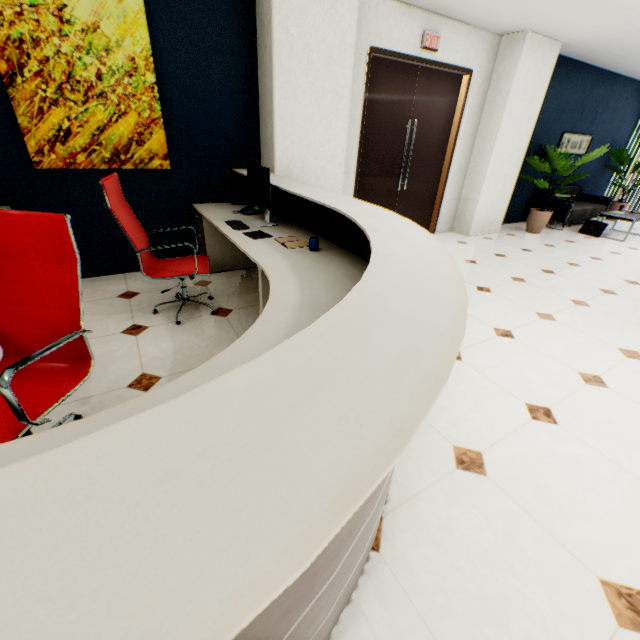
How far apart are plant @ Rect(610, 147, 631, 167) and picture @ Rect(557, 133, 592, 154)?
1.2m

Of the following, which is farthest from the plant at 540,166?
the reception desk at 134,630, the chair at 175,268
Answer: the chair at 175,268

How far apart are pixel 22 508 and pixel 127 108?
3.84m

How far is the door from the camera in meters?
4.4

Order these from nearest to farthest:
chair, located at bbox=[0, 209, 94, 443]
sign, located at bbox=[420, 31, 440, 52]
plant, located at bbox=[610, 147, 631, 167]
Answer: chair, located at bbox=[0, 209, 94, 443] → sign, located at bbox=[420, 31, 440, 52] → plant, located at bbox=[610, 147, 631, 167]

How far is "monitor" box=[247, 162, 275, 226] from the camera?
2.81m

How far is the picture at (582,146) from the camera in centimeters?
695cm

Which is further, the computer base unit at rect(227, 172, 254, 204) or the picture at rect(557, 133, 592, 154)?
the picture at rect(557, 133, 592, 154)
